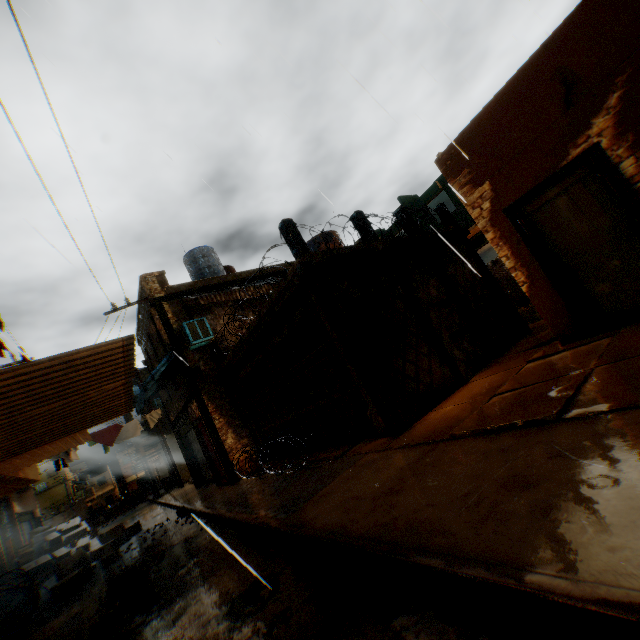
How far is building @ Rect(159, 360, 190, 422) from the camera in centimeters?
1167cm

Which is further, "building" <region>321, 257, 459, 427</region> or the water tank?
the water tank

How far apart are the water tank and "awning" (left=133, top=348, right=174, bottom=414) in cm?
403

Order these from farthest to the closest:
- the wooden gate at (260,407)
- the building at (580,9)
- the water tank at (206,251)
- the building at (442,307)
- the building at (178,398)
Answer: the water tank at (206,251) < the building at (178,398) < the building at (442,307) < the wooden gate at (260,407) < the building at (580,9)

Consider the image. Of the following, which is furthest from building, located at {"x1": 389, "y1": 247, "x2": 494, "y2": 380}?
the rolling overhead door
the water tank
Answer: the water tank

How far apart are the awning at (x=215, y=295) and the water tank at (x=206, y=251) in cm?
220

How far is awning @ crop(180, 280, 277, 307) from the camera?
11.0m

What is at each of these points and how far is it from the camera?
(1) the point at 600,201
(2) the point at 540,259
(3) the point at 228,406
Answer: (1) door, 4.7m
(2) door frame, 5.4m
(3) building, 11.2m
